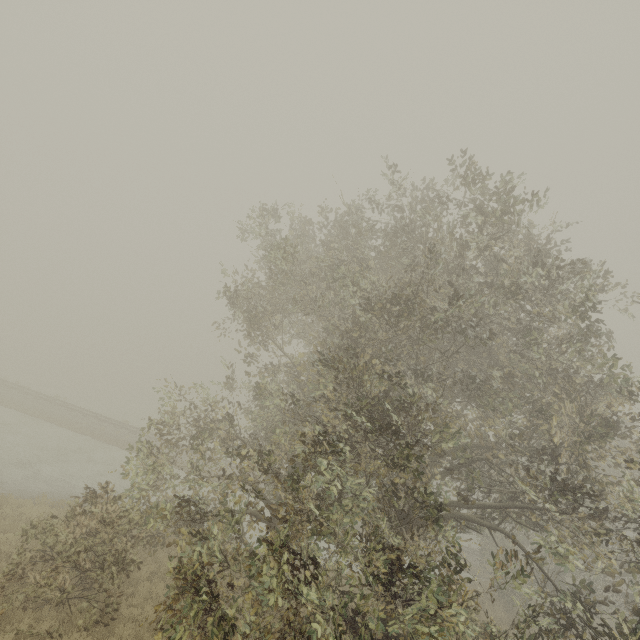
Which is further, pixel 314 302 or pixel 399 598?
pixel 314 302
